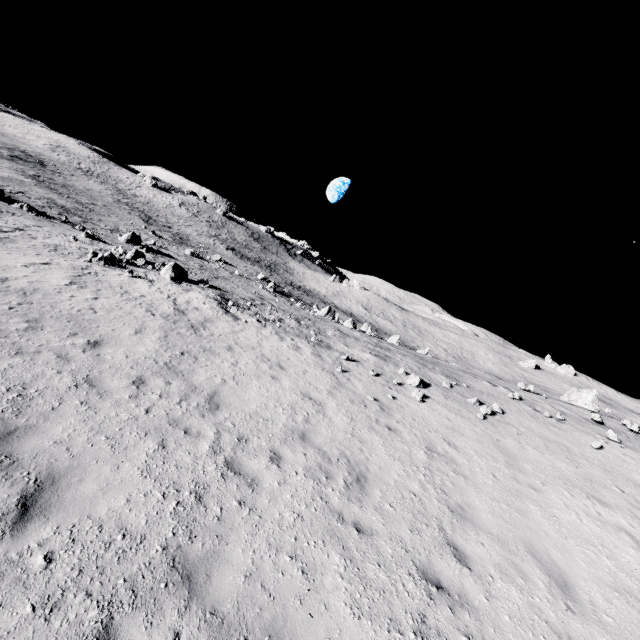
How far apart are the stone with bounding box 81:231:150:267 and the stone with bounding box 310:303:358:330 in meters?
16.9

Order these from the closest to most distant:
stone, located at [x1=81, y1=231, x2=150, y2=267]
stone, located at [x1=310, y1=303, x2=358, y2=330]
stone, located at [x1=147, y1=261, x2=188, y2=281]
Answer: stone, located at [x1=81, y1=231, x2=150, y2=267]
stone, located at [x1=147, y1=261, x2=188, y2=281]
stone, located at [x1=310, y1=303, x2=358, y2=330]

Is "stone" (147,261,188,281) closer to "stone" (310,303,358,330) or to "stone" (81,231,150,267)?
"stone" (81,231,150,267)

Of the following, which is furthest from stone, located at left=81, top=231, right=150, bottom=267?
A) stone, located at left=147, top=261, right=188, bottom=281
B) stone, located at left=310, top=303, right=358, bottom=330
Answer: stone, located at left=310, top=303, right=358, bottom=330

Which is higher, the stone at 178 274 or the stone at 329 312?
the stone at 329 312

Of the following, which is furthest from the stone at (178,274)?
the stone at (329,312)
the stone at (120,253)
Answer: the stone at (329,312)

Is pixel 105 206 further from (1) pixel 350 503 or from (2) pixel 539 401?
(2) pixel 539 401
